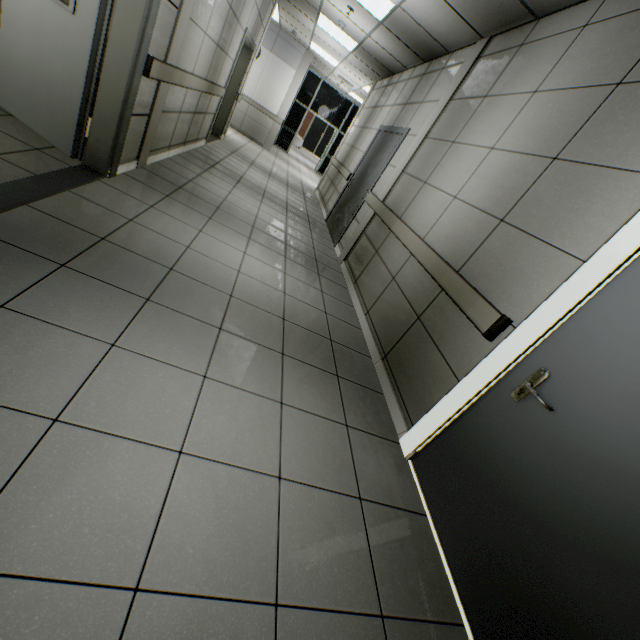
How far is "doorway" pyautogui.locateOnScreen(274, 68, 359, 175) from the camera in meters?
13.7 m

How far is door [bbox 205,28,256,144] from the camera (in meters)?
6.26

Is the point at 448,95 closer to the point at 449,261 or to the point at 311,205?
the point at 449,261

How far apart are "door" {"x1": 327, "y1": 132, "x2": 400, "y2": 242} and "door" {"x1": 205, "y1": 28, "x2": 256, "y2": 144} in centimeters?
301cm

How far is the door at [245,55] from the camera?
6.3m

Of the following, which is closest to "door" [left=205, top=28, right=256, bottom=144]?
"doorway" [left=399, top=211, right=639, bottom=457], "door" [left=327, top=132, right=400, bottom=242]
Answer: "door" [left=327, top=132, right=400, bottom=242]

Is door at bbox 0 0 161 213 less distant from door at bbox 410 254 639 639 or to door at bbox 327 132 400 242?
door at bbox 410 254 639 639

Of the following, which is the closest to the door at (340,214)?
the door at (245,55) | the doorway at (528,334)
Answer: the door at (245,55)
